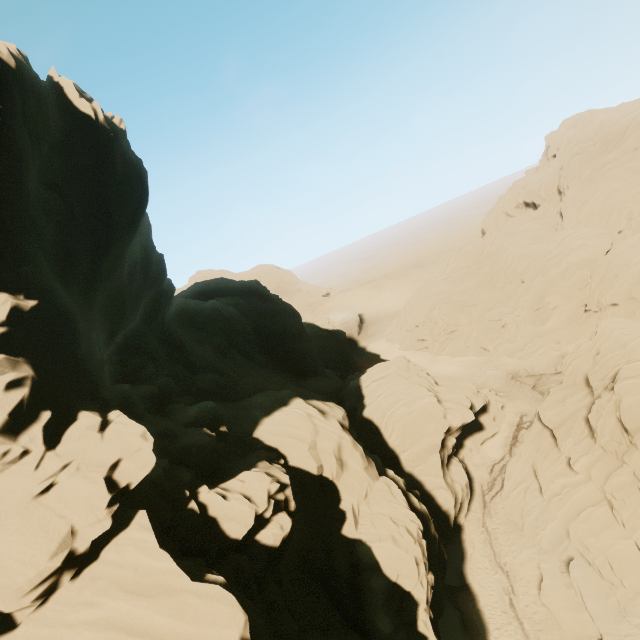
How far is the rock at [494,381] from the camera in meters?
43.8 m

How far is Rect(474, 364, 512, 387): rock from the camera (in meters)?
43.81

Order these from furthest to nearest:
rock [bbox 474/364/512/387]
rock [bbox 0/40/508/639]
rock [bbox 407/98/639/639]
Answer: rock [bbox 474/364/512/387] < rock [bbox 407/98/639/639] < rock [bbox 0/40/508/639]

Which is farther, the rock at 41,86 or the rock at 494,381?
the rock at 494,381

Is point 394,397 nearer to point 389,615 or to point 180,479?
point 389,615

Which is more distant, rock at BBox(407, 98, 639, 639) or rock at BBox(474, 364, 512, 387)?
rock at BBox(474, 364, 512, 387)

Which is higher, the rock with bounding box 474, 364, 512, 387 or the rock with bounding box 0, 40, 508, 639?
the rock with bounding box 0, 40, 508, 639
